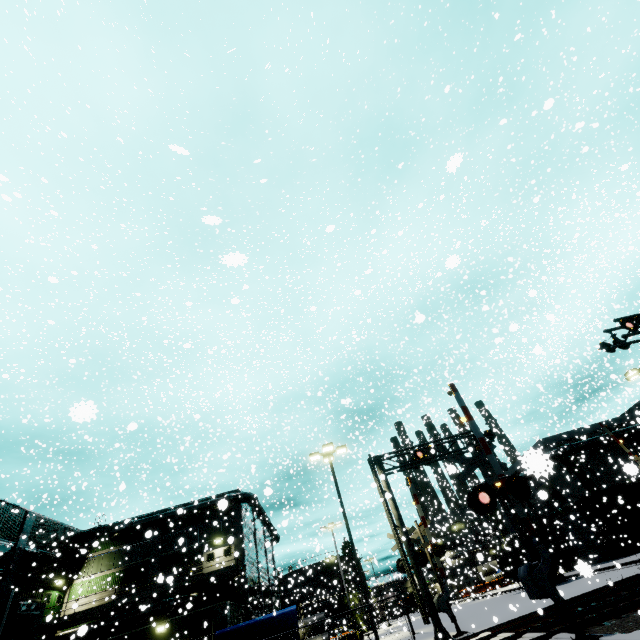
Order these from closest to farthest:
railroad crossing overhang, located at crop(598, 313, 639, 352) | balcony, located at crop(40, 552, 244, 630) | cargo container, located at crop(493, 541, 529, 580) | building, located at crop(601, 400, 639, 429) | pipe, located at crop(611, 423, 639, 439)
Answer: railroad crossing overhang, located at crop(598, 313, 639, 352), balcony, located at crop(40, 552, 244, 630), building, located at crop(601, 400, 639, 429), cargo container, located at crop(493, 541, 529, 580), pipe, located at crop(611, 423, 639, 439)

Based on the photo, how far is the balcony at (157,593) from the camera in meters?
25.8 m

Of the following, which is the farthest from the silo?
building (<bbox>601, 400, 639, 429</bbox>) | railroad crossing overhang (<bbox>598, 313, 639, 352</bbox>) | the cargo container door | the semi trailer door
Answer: railroad crossing overhang (<bbox>598, 313, 639, 352</bbox>)

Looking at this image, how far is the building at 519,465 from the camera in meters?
1.2

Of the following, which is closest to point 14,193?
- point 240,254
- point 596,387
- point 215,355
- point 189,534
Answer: point 240,254

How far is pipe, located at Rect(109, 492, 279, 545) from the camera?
31.39m

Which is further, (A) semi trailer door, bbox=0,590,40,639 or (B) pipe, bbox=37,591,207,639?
(B) pipe, bbox=37,591,207,639

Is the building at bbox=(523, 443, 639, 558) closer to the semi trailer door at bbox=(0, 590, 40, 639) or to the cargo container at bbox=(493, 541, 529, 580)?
the cargo container at bbox=(493, 541, 529, 580)
